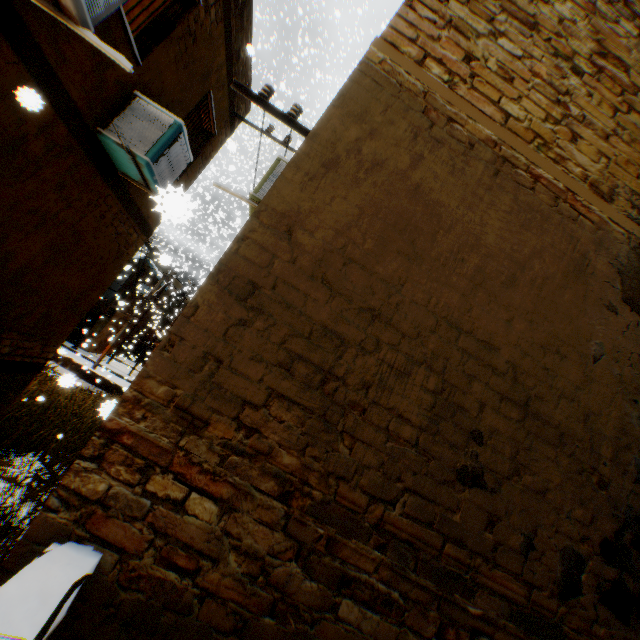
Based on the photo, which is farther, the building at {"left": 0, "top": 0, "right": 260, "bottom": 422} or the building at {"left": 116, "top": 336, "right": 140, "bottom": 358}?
the building at {"left": 116, "top": 336, "right": 140, "bottom": 358}

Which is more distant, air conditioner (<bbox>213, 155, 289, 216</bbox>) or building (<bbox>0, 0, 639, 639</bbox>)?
air conditioner (<bbox>213, 155, 289, 216</bbox>)

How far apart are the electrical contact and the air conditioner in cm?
42

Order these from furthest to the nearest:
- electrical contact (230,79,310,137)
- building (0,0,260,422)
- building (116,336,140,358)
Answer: building (116,336,140,358) → electrical contact (230,79,310,137) → building (0,0,260,422)

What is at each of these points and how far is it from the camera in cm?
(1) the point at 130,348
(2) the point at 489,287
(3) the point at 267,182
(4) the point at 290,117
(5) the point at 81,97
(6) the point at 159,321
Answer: (1) building, 1736
(2) building, 254
(3) air conditioner, 453
(4) electrical contact, 431
(5) building, 371
(6) building, 2636

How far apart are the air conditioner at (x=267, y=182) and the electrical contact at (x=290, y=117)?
0.42m

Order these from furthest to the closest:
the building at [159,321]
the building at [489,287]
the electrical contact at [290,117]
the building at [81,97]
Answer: the building at [159,321]
the electrical contact at [290,117]
the building at [81,97]
the building at [489,287]
